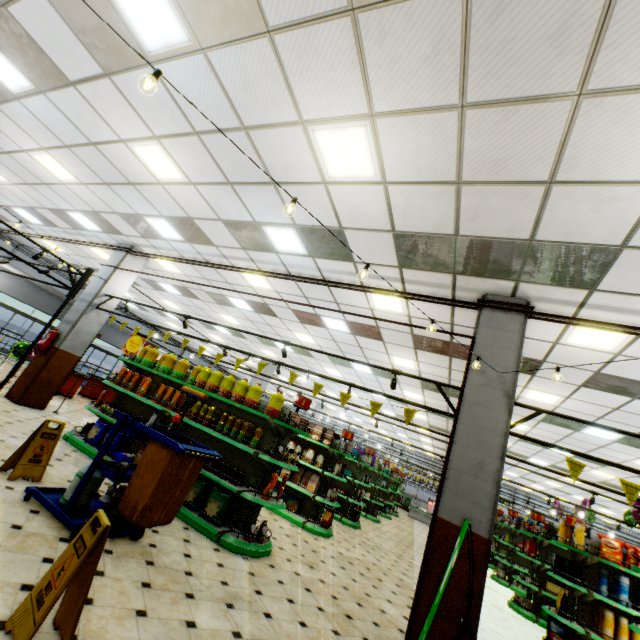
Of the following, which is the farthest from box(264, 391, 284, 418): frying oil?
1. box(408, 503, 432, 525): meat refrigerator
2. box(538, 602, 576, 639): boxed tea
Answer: box(408, 503, 432, 525): meat refrigerator

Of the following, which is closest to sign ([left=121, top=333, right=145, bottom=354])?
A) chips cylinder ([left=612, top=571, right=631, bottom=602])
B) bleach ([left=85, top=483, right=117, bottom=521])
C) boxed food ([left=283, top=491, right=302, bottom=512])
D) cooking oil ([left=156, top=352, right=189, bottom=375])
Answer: boxed food ([left=283, top=491, right=302, bottom=512])

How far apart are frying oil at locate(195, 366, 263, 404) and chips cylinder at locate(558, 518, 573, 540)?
7.44m

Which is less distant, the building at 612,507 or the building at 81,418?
the building at 81,418

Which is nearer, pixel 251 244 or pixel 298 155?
pixel 298 155

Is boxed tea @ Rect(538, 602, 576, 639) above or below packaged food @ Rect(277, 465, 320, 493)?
below

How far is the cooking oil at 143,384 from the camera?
6.7m

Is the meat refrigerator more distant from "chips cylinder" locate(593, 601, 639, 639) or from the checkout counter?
"chips cylinder" locate(593, 601, 639, 639)
